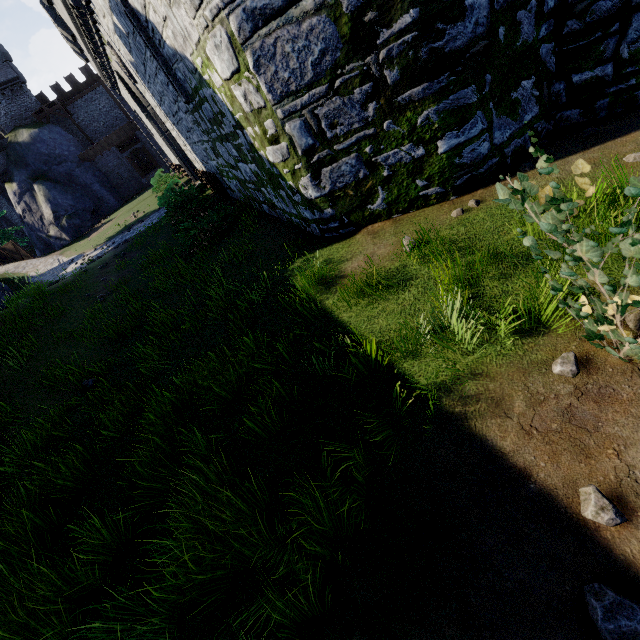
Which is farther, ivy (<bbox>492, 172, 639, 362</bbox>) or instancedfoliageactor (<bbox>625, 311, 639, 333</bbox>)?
instancedfoliageactor (<bbox>625, 311, 639, 333</bbox>)

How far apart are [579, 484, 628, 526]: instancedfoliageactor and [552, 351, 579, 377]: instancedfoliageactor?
0.9m

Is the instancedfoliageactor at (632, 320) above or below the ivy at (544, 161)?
below

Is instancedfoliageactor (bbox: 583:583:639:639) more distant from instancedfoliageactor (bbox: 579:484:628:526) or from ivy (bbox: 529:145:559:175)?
ivy (bbox: 529:145:559:175)

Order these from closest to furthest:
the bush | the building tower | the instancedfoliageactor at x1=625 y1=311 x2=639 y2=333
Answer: the instancedfoliageactor at x1=625 y1=311 x2=639 y2=333 < the bush < the building tower

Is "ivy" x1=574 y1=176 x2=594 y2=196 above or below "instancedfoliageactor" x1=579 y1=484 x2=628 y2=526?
above

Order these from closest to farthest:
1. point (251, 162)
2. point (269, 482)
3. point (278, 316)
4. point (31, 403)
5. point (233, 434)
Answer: → point (269, 482), point (233, 434), point (278, 316), point (31, 403), point (251, 162)

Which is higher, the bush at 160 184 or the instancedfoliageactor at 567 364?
the bush at 160 184
